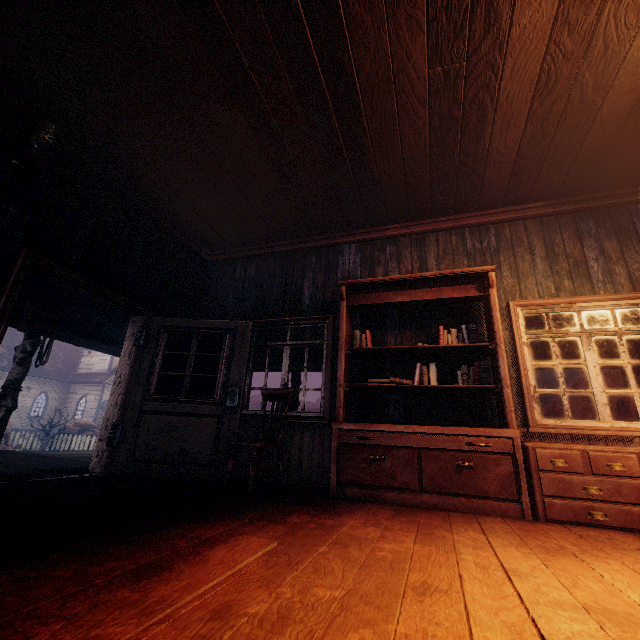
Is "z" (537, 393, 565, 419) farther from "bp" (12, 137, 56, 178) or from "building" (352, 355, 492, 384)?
"bp" (12, 137, 56, 178)

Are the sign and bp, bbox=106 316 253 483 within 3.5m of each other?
yes

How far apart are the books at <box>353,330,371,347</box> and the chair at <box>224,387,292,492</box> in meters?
1.1

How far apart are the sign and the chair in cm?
404

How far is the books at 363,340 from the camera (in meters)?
4.51

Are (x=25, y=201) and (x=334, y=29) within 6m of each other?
yes

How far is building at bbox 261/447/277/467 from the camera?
4.6m

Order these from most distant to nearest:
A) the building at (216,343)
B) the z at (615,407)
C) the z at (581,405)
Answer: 1. the z at (581,405)
2. the z at (615,407)
3. the building at (216,343)
